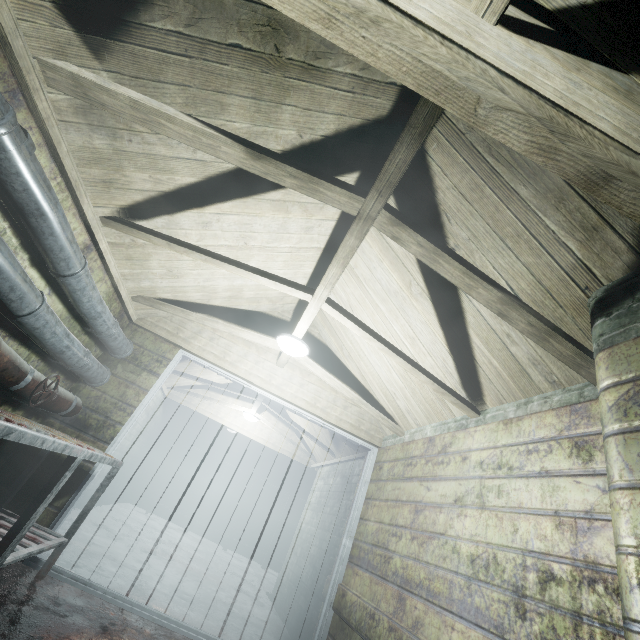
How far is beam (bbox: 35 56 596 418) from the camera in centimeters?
141cm

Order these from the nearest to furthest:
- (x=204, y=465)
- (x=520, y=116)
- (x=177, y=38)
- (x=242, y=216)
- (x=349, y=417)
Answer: (x=520, y=116), (x=177, y=38), (x=242, y=216), (x=349, y=417), (x=204, y=465)

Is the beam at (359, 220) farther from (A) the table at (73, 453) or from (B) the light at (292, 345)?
(A) the table at (73, 453)

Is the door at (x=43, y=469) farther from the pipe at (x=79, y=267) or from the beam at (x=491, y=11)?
the beam at (x=491, y=11)

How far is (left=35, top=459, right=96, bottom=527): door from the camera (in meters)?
2.56

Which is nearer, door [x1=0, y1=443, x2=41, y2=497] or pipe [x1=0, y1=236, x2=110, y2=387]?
pipe [x1=0, y1=236, x2=110, y2=387]

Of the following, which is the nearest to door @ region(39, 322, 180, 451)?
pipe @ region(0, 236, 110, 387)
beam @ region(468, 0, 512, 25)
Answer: pipe @ region(0, 236, 110, 387)

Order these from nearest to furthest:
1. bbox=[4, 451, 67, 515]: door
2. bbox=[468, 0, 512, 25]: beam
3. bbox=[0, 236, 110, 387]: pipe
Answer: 1. bbox=[468, 0, 512, 25]: beam
2. bbox=[0, 236, 110, 387]: pipe
3. bbox=[4, 451, 67, 515]: door
